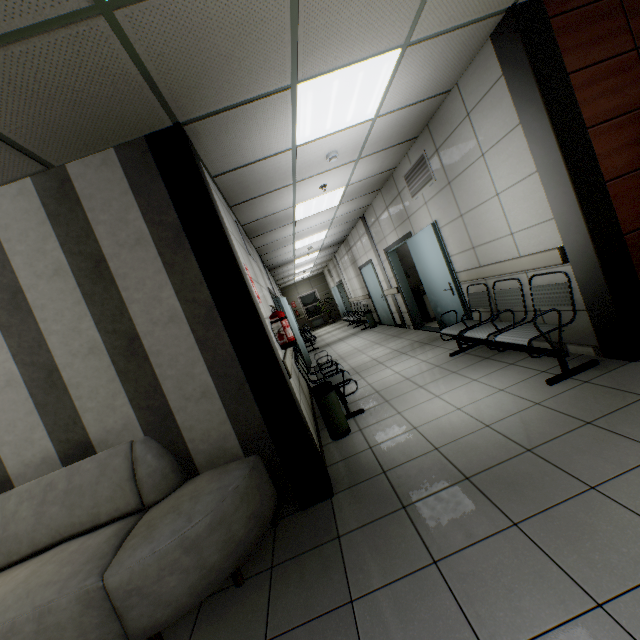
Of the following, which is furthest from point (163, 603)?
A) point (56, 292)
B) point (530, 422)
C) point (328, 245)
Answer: point (328, 245)

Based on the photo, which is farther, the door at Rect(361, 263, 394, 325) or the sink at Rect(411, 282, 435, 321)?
the door at Rect(361, 263, 394, 325)

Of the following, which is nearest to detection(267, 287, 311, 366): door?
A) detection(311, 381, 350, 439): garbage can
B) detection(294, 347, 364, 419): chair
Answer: detection(294, 347, 364, 419): chair

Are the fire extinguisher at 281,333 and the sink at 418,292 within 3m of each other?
no

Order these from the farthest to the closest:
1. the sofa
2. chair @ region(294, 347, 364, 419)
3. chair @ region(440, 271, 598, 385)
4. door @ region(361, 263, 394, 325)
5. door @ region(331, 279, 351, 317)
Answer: door @ region(331, 279, 351, 317) < door @ region(361, 263, 394, 325) < chair @ region(294, 347, 364, 419) < chair @ region(440, 271, 598, 385) < the sofa

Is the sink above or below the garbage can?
above

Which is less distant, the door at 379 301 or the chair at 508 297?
the chair at 508 297

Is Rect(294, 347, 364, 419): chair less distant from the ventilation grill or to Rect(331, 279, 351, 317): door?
the ventilation grill
